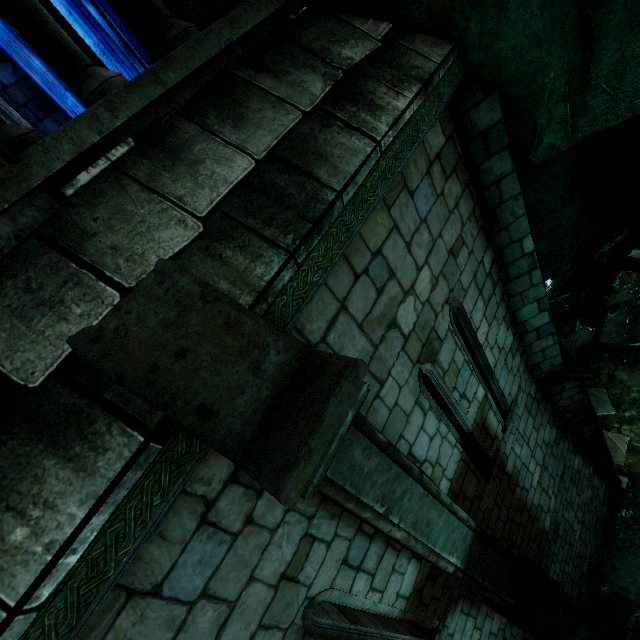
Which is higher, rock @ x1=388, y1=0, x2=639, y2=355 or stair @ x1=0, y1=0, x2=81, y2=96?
stair @ x1=0, y1=0, x2=81, y2=96

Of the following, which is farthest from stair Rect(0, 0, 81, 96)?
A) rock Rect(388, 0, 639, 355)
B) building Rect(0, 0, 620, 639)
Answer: rock Rect(388, 0, 639, 355)

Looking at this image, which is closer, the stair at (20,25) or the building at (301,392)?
the building at (301,392)

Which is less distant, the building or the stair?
the building

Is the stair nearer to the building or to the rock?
the building

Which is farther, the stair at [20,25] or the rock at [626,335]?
the stair at [20,25]

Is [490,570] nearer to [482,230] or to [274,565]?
[274,565]

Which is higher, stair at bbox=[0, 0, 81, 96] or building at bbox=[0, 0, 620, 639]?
stair at bbox=[0, 0, 81, 96]
